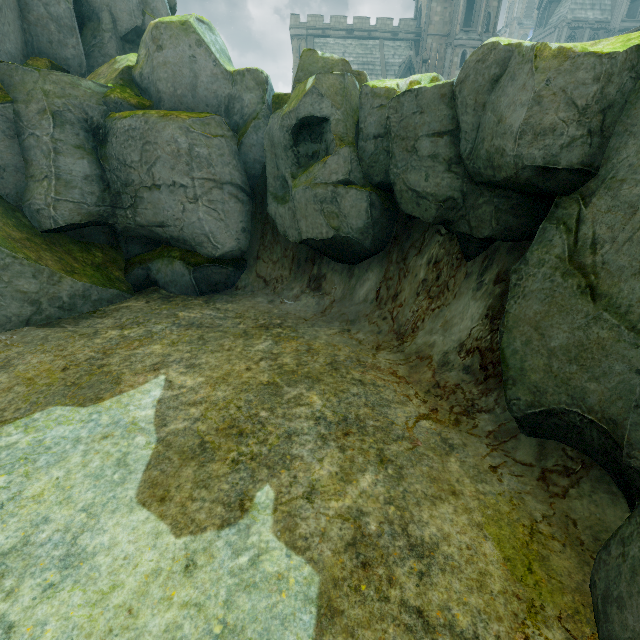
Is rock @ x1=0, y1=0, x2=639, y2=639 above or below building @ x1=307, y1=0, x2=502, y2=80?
below

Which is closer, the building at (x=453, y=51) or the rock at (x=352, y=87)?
the rock at (x=352, y=87)

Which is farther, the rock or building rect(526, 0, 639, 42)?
building rect(526, 0, 639, 42)

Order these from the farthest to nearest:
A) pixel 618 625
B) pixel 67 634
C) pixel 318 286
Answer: pixel 318 286 → pixel 67 634 → pixel 618 625

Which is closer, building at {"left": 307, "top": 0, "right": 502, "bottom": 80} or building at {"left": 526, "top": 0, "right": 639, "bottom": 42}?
building at {"left": 307, "top": 0, "right": 502, "bottom": 80}

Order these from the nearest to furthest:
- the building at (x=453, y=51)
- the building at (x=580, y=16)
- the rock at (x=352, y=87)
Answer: the rock at (x=352, y=87) → the building at (x=453, y=51) → the building at (x=580, y=16)

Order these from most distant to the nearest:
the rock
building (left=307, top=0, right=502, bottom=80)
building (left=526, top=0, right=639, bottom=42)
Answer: building (left=526, top=0, right=639, bottom=42)
building (left=307, top=0, right=502, bottom=80)
the rock

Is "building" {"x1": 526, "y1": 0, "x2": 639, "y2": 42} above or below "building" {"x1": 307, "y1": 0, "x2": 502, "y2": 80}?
above
